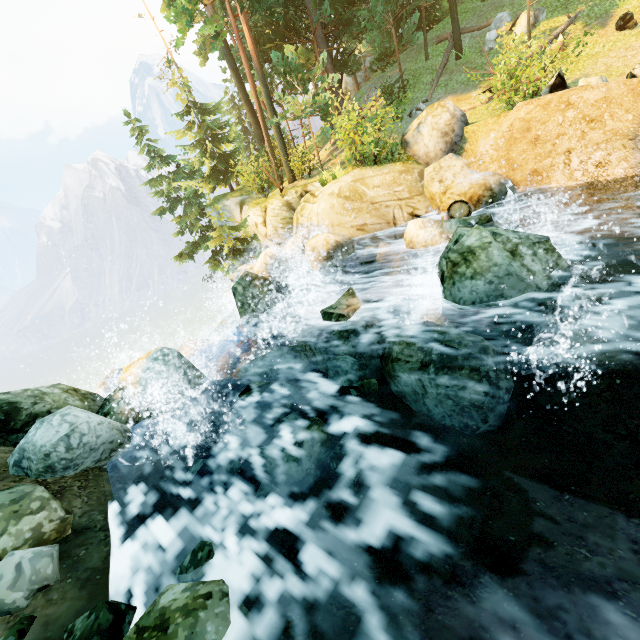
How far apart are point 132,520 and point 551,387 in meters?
6.9

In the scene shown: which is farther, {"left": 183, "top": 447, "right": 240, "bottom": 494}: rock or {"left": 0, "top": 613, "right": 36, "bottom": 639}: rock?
{"left": 183, "top": 447, "right": 240, "bottom": 494}: rock

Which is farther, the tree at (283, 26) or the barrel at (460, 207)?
the tree at (283, 26)

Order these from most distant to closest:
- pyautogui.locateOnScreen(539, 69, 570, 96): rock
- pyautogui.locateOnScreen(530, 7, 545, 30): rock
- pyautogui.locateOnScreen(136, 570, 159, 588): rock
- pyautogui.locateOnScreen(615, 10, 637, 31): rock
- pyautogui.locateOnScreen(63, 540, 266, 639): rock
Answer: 1. pyautogui.locateOnScreen(530, 7, 545, 30): rock
2. pyautogui.locateOnScreen(615, 10, 637, 31): rock
3. pyautogui.locateOnScreen(539, 69, 570, 96): rock
4. pyautogui.locateOnScreen(136, 570, 159, 588): rock
5. pyautogui.locateOnScreen(63, 540, 266, 639): rock

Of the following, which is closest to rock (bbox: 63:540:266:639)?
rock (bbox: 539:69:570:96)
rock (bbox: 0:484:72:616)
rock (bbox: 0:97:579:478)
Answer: rock (bbox: 0:484:72:616)

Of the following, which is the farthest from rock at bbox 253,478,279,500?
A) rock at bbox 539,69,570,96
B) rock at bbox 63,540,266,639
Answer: rock at bbox 539,69,570,96

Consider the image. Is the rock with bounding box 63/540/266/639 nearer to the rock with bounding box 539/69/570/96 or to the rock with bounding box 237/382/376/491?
the rock with bounding box 237/382/376/491

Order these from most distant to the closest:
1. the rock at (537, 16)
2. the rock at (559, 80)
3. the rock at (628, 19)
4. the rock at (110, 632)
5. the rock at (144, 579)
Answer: the rock at (537, 16) < the rock at (628, 19) < the rock at (559, 80) < the rock at (144, 579) < the rock at (110, 632)
